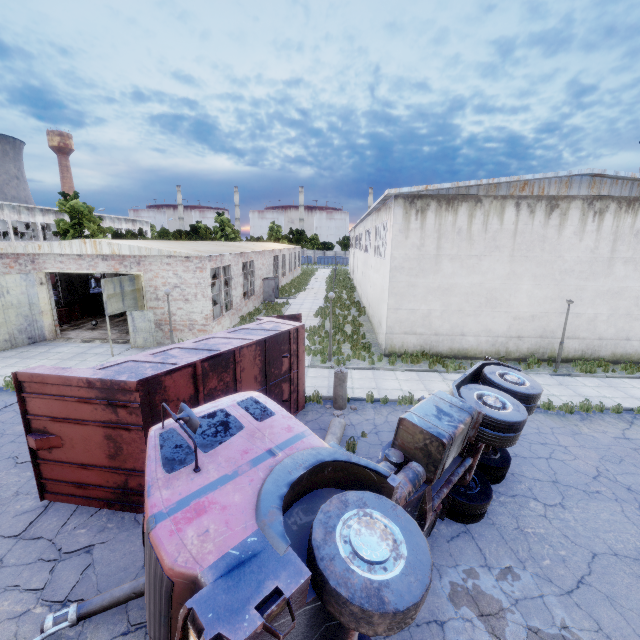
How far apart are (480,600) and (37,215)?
59.5m

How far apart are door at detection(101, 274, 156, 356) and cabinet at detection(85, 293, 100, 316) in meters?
9.3 m

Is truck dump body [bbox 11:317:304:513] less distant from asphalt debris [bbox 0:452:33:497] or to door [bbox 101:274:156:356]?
asphalt debris [bbox 0:452:33:497]

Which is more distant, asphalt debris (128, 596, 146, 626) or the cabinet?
the cabinet

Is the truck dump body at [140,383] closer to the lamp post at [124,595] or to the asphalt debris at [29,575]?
the asphalt debris at [29,575]

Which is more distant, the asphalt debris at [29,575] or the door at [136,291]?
the door at [136,291]

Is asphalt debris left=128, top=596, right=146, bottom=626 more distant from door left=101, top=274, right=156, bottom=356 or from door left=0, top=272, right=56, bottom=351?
door left=0, top=272, right=56, bottom=351

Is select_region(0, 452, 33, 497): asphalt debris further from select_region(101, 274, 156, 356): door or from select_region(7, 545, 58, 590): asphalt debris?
select_region(101, 274, 156, 356): door
